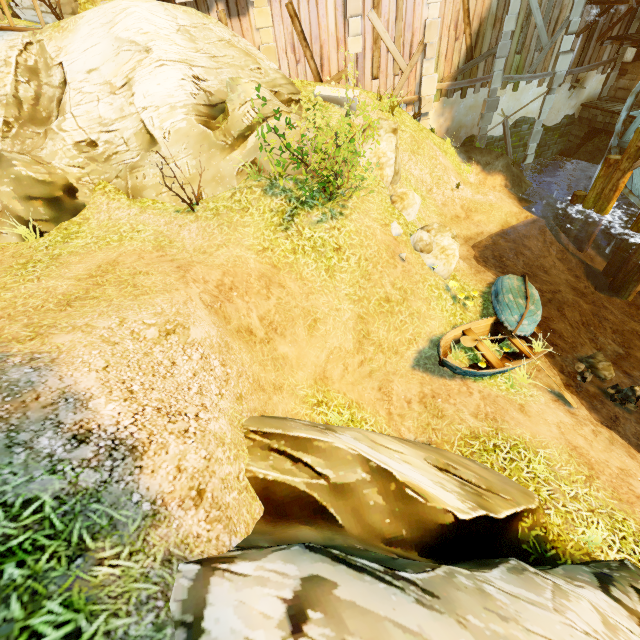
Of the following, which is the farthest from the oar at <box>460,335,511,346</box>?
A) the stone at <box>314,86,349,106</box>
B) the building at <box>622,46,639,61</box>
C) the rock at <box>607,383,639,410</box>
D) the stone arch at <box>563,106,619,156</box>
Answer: the building at <box>622,46,639,61</box>

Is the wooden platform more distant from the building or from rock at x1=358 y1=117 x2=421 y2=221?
rock at x1=358 y1=117 x2=421 y2=221

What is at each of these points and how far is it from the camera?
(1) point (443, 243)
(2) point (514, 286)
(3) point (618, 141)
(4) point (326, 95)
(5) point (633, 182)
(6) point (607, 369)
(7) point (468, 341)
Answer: (1) rock, 9.2 meters
(2) boat, 9.6 meters
(3) water wheel, 13.8 meters
(4) stone, 12.4 meters
(5) water wheel, 13.7 meters
(6) rock, 8.7 meters
(7) oar, 8.0 meters

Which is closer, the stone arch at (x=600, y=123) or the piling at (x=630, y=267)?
the piling at (x=630, y=267)

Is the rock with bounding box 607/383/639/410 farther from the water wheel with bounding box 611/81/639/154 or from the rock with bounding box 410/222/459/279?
the water wheel with bounding box 611/81/639/154

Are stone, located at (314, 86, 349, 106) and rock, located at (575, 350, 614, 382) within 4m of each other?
no

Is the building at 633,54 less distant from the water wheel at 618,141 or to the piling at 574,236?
the water wheel at 618,141

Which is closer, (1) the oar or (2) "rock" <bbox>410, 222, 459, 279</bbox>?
(1) the oar
